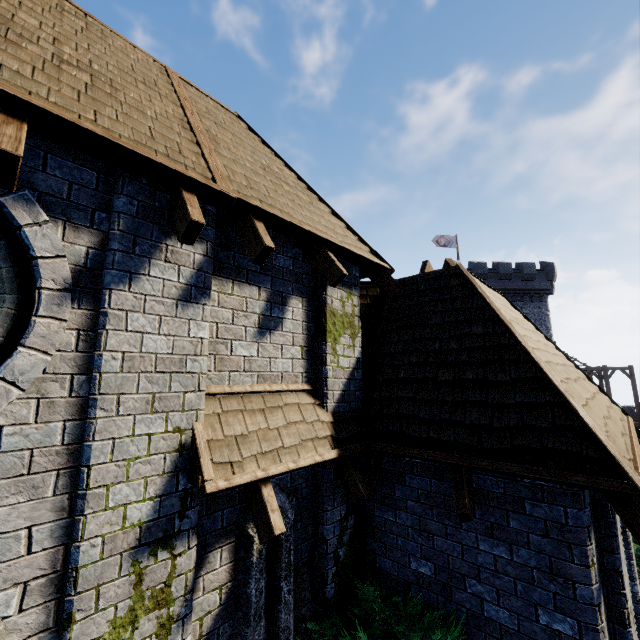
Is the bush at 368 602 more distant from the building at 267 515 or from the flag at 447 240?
the flag at 447 240

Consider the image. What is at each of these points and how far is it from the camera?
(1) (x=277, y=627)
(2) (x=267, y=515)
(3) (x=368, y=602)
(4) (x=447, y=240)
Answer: (1) window slit, 3.80m
(2) building, 3.29m
(3) bush, 4.11m
(4) flag, 35.16m

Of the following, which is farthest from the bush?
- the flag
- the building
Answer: the flag

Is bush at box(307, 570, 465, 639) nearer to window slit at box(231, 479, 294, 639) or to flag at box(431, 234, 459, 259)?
window slit at box(231, 479, 294, 639)

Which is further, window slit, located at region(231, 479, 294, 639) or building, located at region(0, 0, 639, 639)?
window slit, located at region(231, 479, 294, 639)

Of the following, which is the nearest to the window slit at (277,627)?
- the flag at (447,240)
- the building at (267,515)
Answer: the building at (267,515)

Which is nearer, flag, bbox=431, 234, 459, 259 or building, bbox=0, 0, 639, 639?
building, bbox=0, 0, 639, 639
